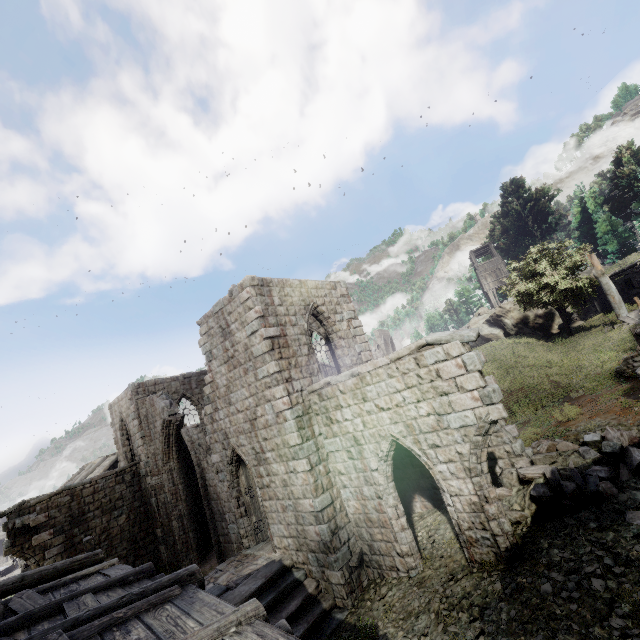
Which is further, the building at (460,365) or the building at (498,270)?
the building at (498,270)

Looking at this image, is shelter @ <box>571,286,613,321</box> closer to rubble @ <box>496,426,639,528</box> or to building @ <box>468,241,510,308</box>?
building @ <box>468,241,510,308</box>

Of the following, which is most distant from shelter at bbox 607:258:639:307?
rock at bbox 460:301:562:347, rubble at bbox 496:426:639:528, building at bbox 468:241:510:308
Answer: rubble at bbox 496:426:639:528

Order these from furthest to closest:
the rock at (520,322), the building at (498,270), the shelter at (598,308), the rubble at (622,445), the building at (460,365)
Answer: the building at (498,270) < the rock at (520,322) < the shelter at (598,308) < the rubble at (622,445) < the building at (460,365)

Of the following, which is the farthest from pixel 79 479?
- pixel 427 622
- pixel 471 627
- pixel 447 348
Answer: pixel 447 348

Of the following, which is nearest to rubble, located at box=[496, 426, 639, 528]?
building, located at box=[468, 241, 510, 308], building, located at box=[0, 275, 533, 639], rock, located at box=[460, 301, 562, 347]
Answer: building, located at box=[0, 275, 533, 639]

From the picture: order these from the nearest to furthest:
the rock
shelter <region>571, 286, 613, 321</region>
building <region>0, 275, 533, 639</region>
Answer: building <region>0, 275, 533, 639</region>, shelter <region>571, 286, 613, 321</region>, the rock

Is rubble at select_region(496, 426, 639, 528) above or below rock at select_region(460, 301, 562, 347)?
below
